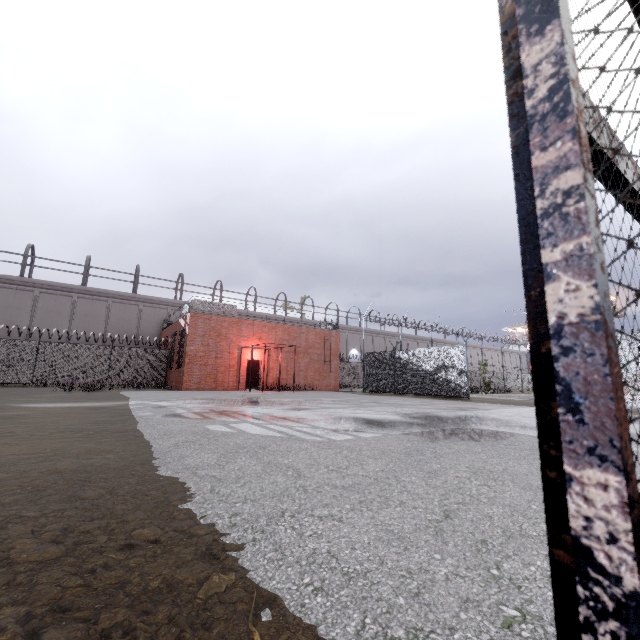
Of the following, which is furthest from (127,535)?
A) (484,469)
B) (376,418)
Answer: (376,418)

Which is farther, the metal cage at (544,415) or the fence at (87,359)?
the fence at (87,359)

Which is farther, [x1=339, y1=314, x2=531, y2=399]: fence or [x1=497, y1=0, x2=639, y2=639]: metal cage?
[x1=339, y1=314, x2=531, y2=399]: fence

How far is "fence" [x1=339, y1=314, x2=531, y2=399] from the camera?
17.2 meters

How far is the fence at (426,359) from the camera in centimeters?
1722cm

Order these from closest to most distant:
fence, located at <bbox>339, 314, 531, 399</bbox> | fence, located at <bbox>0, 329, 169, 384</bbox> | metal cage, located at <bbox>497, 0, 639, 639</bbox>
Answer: metal cage, located at <bbox>497, 0, 639, 639</bbox>
fence, located at <bbox>339, 314, 531, 399</bbox>
fence, located at <bbox>0, 329, 169, 384</bbox>

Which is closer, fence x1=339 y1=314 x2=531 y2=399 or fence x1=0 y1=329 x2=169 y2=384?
fence x1=339 y1=314 x2=531 y2=399
